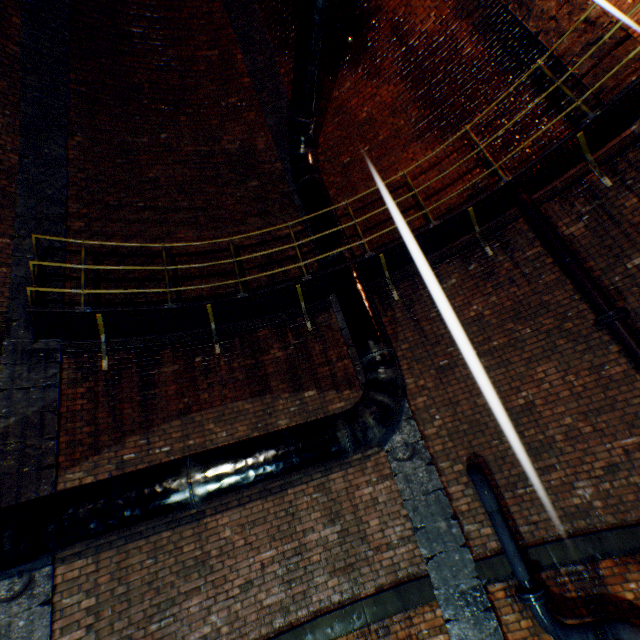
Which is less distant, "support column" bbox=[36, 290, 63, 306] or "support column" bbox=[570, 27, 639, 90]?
"support column" bbox=[570, 27, 639, 90]

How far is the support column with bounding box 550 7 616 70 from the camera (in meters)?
4.84

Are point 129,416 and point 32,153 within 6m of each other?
yes

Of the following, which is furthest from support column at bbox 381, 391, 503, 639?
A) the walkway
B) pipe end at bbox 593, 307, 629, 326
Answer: pipe end at bbox 593, 307, 629, 326

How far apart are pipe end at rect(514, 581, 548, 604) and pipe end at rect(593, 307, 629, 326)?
3.6 meters

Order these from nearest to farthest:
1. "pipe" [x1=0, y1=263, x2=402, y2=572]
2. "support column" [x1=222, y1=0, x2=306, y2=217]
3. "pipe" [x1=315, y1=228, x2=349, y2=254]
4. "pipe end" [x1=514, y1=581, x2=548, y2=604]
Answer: "pipe" [x1=0, y1=263, x2=402, y2=572], "pipe end" [x1=514, y1=581, x2=548, y2=604], "pipe" [x1=315, y1=228, x2=349, y2=254], "support column" [x1=222, y1=0, x2=306, y2=217]

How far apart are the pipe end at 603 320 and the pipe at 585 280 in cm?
12

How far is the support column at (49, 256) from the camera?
5.6m
